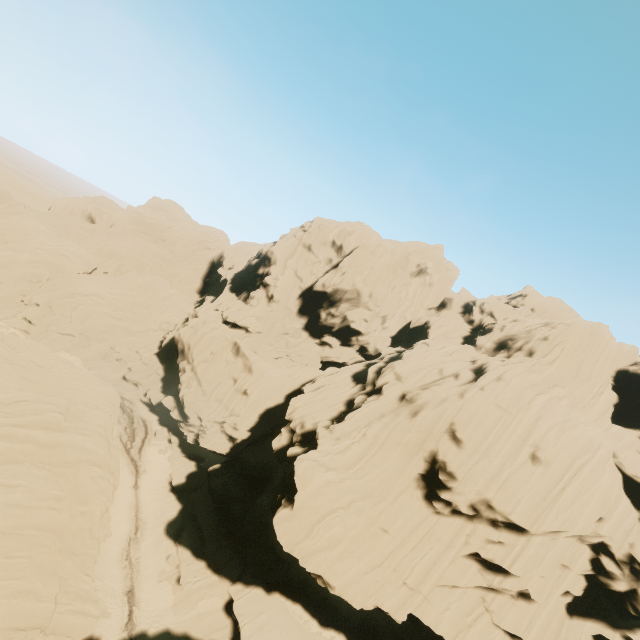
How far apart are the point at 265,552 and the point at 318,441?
13.4m
